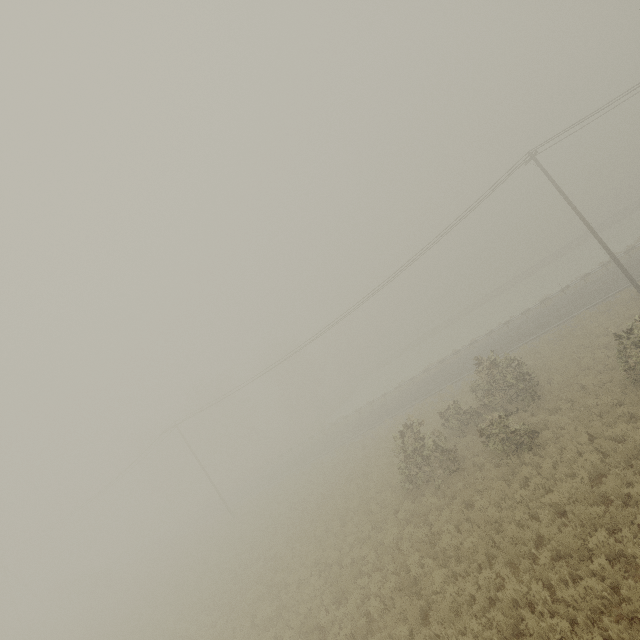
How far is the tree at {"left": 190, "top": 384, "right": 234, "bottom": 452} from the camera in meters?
56.2 m

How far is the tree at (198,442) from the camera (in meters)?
56.19

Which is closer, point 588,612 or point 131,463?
point 588,612
